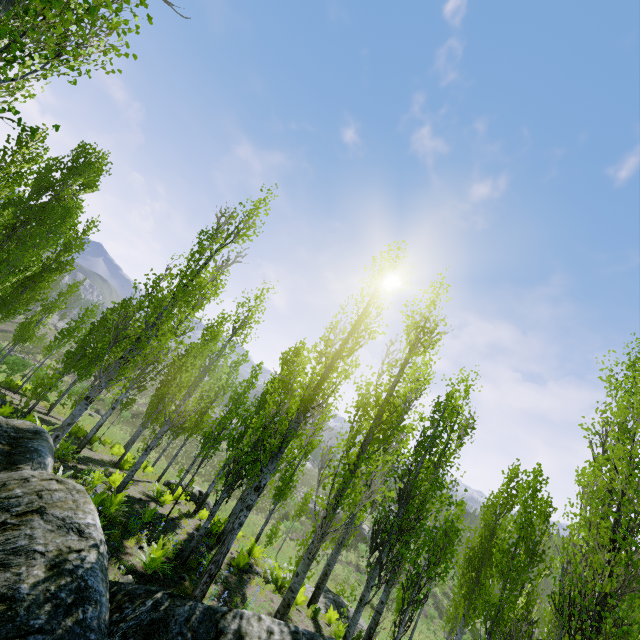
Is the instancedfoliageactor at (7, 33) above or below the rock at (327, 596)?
above

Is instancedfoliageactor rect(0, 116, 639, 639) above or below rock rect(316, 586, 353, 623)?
above

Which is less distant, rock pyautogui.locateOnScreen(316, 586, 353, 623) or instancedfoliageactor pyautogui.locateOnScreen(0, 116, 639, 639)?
instancedfoliageactor pyautogui.locateOnScreen(0, 116, 639, 639)

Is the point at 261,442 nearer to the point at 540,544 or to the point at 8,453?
the point at 8,453

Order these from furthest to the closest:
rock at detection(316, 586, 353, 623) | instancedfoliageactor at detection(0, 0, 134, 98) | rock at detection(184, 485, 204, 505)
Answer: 1. rock at detection(184, 485, 204, 505)
2. rock at detection(316, 586, 353, 623)
3. instancedfoliageactor at detection(0, 0, 134, 98)

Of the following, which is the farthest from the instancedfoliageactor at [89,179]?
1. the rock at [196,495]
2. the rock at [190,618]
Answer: the rock at [196,495]

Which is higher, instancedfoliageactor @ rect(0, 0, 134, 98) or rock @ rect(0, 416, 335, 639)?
instancedfoliageactor @ rect(0, 0, 134, 98)

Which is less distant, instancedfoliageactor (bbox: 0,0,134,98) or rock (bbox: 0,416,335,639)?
rock (bbox: 0,416,335,639)
